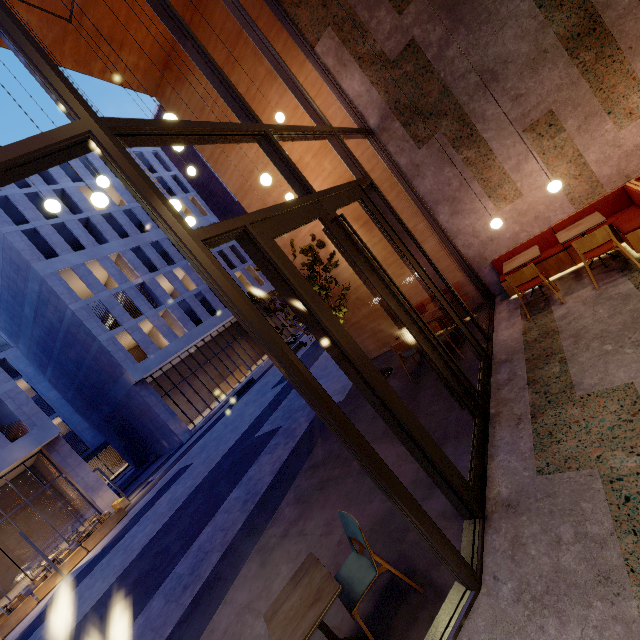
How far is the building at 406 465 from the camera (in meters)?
3.33

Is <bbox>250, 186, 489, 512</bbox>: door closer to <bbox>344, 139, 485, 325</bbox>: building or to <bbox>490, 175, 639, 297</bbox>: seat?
<bbox>344, 139, 485, 325</bbox>: building

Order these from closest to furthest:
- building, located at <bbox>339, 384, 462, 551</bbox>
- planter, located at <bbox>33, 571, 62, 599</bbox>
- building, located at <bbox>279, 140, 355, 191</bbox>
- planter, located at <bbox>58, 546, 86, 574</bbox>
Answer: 1. building, located at <bbox>339, 384, 462, 551</bbox>
2. building, located at <bbox>279, 140, 355, 191</bbox>
3. planter, located at <bbox>33, 571, 62, 599</bbox>
4. planter, located at <bbox>58, 546, 86, 574</bbox>

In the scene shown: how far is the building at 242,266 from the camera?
34.97m

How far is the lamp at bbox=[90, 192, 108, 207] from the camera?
4.09m

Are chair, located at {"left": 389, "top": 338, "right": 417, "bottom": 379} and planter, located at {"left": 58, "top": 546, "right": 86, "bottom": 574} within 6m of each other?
no

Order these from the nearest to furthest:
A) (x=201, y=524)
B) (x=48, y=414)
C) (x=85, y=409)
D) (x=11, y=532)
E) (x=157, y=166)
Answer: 1. (x=201, y=524)
2. (x=11, y=532)
3. (x=85, y=409)
4. (x=157, y=166)
5. (x=48, y=414)

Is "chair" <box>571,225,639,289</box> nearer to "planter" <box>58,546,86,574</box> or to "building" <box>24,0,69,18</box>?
"building" <box>24,0,69,18</box>
